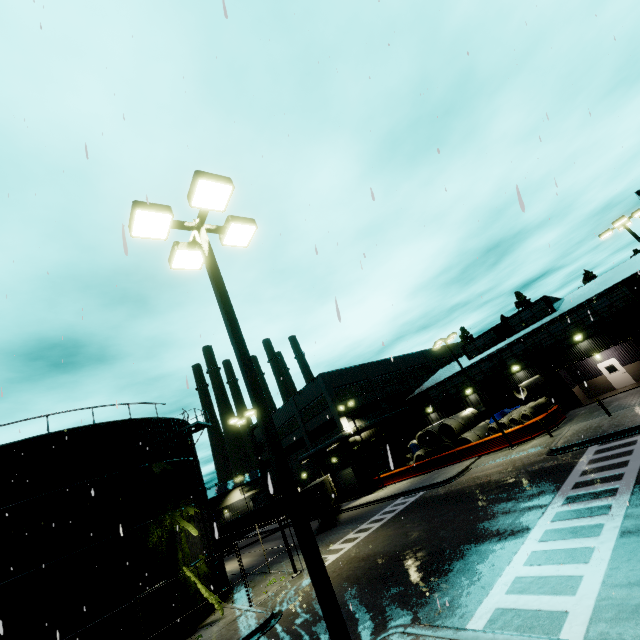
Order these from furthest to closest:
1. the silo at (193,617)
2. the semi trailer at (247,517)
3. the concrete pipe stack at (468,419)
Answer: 1. the semi trailer at (247,517)
2. the concrete pipe stack at (468,419)
3. the silo at (193,617)

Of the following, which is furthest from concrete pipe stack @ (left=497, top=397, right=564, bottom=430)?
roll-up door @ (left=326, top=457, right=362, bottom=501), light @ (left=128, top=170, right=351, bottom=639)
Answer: light @ (left=128, top=170, right=351, bottom=639)

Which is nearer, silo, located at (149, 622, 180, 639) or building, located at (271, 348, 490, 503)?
silo, located at (149, 622, 180, 639)

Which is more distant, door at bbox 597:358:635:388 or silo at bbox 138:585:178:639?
door at bbox 597:358:635:388

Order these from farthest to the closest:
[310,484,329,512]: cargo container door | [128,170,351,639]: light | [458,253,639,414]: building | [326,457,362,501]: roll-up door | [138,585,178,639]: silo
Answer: [326,457,362,501]: roll-up door → [310,484,329,512]: cargo container door → [458,253,639,414]: building → [138,585,178,639]: silo → [128,170,351,639]: light

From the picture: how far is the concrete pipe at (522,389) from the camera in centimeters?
2789cm

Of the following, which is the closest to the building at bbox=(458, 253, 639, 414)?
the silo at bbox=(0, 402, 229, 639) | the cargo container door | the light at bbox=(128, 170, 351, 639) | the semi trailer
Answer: the silo at bbox=(0, 402, 229, 639)

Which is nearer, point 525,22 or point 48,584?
point 525,22
